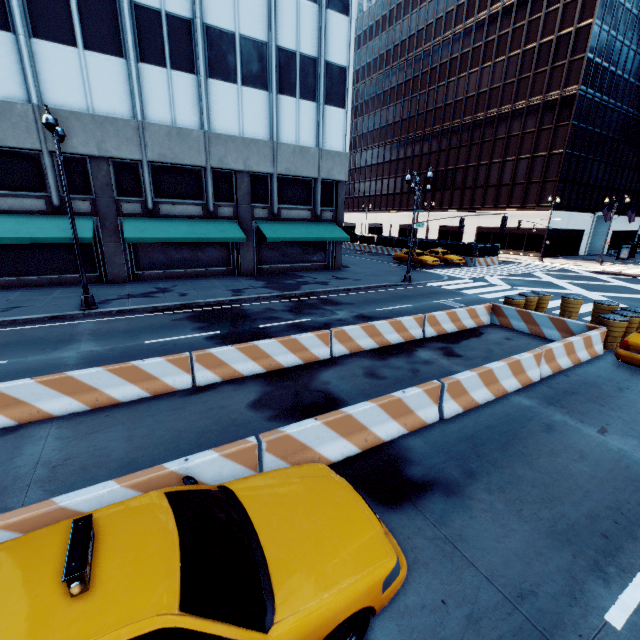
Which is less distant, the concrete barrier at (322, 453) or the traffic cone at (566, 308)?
the concrete barrier at (322, 453)

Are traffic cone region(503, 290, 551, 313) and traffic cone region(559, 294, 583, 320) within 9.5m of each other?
yes

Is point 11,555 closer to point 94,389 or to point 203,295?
point 94,389

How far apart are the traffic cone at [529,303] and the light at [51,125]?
18.9 meters

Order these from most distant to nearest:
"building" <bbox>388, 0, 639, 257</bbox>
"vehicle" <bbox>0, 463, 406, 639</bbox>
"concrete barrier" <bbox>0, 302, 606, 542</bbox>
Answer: "building" <bbox>388, 0, 639, 257</bbox> → "concrete barrier" <bbox>0, 302, 606, 542</bbox> → "vehicle" <bbox>0, 463, 406, 639</bbox>

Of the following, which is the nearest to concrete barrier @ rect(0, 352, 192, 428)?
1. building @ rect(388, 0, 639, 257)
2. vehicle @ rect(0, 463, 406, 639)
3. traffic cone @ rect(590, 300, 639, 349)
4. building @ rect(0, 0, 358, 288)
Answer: vehicle @ rect(0, 463, 406, 639)

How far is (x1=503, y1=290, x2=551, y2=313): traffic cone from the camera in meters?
13.8

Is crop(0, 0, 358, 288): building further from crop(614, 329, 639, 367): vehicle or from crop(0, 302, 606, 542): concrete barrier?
crop(614, 329, 639, 367): vehicle
